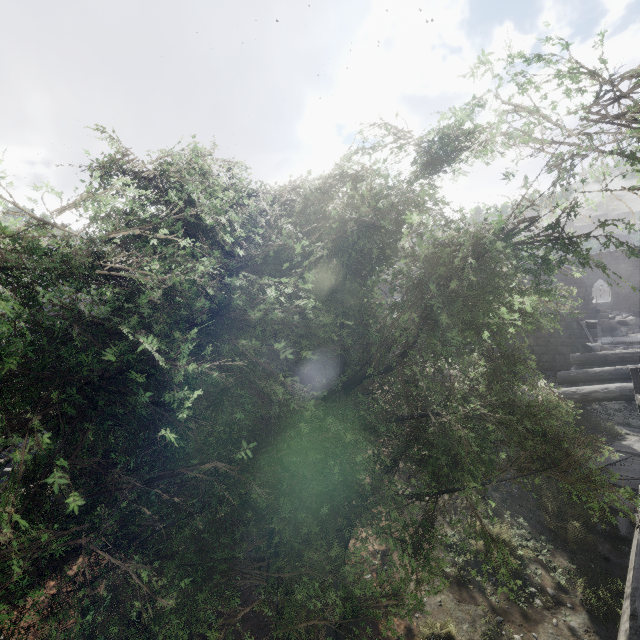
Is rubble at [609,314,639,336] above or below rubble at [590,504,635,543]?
below

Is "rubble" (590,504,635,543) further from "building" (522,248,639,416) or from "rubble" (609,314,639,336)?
"rubble" (609,314,639,336)

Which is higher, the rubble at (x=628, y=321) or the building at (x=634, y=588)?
the building at (x=634, y=588)

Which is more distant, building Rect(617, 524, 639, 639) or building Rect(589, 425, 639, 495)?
building Rect(589, 425, 639, 495)

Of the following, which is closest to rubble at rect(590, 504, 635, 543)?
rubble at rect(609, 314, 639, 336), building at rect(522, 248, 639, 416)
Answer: building at rect(522, 248, 639, 416)

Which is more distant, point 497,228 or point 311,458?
point 311,458

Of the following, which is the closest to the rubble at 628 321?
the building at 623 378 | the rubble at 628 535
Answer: the building at 623 378
